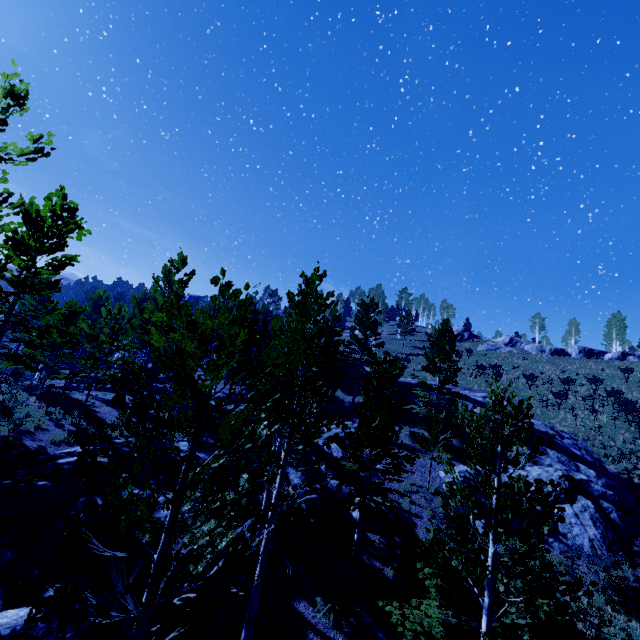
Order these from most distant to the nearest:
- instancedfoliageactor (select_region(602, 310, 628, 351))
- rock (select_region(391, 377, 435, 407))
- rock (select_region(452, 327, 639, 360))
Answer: instancedfoliageactor (select_region(602, 310, 628, 351))
rock (select_region(452, 327, 639, 360))
rock (select_region(391, 377, 435, 407))

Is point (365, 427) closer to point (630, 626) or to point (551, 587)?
point (551, 587)

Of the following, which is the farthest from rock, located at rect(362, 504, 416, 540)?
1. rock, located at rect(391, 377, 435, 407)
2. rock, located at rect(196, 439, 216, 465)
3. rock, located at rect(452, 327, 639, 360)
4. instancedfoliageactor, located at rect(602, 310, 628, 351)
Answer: instancedfoliageactor, located at rect(602, 310, 628, 351)

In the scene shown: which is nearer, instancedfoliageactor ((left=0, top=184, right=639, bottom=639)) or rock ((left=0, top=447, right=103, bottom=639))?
instancedfoliageactor ((left=0, top=184, right=639, bottom=639))

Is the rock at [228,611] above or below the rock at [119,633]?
below

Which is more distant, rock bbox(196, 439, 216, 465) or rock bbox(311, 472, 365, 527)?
rock bbox(311, 472, 365, 527)

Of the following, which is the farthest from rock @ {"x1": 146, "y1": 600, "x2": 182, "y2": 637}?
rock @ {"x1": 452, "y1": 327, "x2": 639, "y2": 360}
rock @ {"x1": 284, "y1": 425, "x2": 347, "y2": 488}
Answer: rock @ {"x1": 452, "y1": 327, "x2": 639, "y2": 360}

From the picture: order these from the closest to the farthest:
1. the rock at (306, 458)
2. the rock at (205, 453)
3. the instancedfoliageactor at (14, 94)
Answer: the instancedfoliageactor at (14, 94), the rock at (205, 453), the rock at (306, 458)
